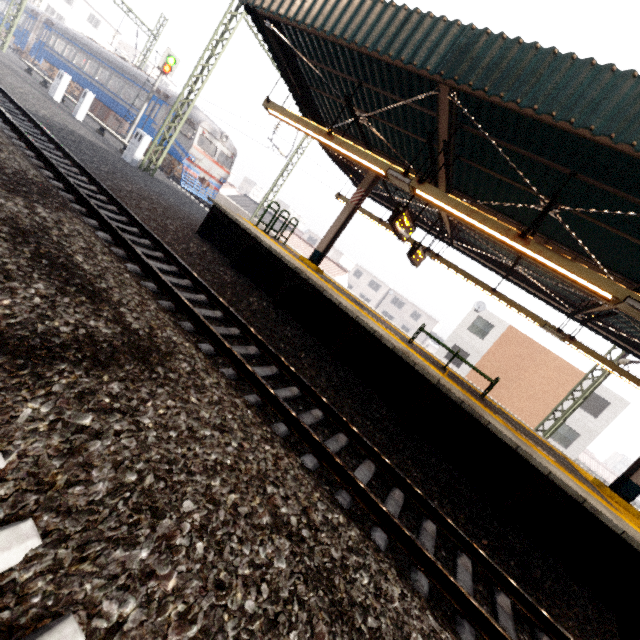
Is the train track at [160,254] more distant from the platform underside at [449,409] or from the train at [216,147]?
the train at [216,147]

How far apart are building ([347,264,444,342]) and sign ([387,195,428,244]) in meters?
45.8

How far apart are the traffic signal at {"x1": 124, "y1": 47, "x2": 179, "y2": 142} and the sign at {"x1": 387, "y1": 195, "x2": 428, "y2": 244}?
18.6m

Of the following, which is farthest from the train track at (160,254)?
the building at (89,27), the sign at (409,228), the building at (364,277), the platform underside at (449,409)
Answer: the building at (364,277)

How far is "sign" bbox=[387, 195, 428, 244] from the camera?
7.7m

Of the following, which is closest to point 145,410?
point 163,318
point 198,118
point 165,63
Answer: point 163,318

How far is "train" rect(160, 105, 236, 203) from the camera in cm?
1883

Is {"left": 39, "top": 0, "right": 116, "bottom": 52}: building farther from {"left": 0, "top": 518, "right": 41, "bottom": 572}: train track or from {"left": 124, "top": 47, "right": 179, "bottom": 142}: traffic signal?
{"left": 0, "top": 518, "right": 41, "bottom": 572}: train track
